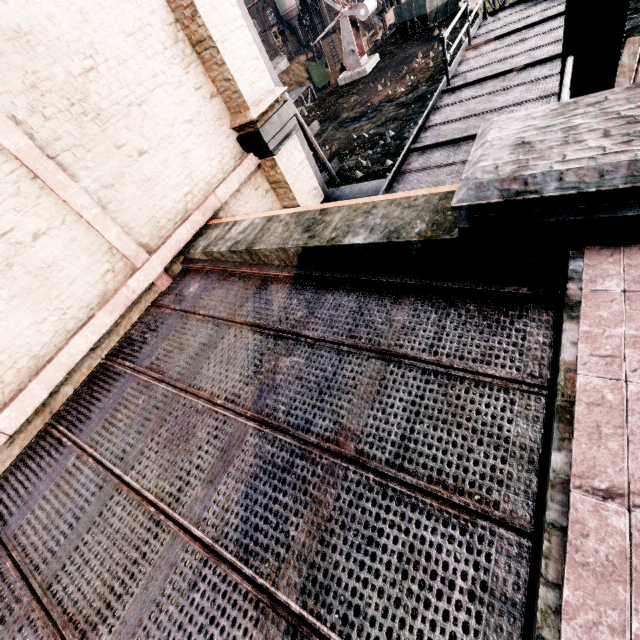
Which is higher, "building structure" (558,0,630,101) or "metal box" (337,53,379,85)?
"building structure" (558,0,630,101)

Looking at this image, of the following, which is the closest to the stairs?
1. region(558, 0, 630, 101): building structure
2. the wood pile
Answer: region(558, 0, 630, 101): building structure

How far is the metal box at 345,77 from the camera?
27.5 meters

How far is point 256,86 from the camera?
7.0 meters

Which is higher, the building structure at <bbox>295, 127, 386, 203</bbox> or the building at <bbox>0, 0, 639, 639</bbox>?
the building at <bbox>0, 0, 639, 639</bbox>

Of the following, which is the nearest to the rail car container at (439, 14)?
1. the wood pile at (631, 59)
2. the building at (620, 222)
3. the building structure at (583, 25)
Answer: the wood pile at (631, 59)

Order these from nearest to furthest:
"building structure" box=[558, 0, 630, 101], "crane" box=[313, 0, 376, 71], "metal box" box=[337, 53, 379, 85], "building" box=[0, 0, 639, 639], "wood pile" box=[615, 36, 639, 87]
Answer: "building" box=[0, 0, 639, 639] < "building structure" box=[558, 0, 630, 101] < "wood pile" box=[615, 36, 639, 87] < "crane" box=[313, 0, 376, 71] < "metal box" box=[337, 53, 379, 85]

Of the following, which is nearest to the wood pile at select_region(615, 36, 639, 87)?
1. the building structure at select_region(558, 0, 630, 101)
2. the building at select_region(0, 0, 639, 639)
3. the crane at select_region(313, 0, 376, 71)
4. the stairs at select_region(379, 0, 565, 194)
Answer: the building structure at select_region(558, 0, 630, 101)
